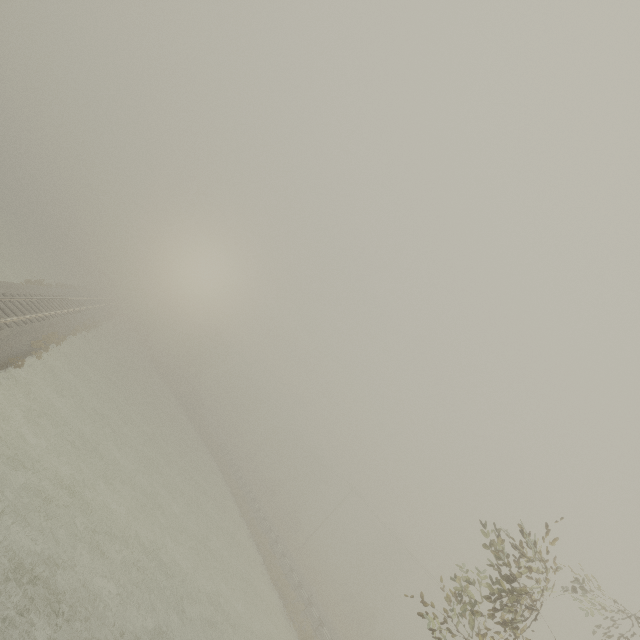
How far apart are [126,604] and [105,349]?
35.82m
